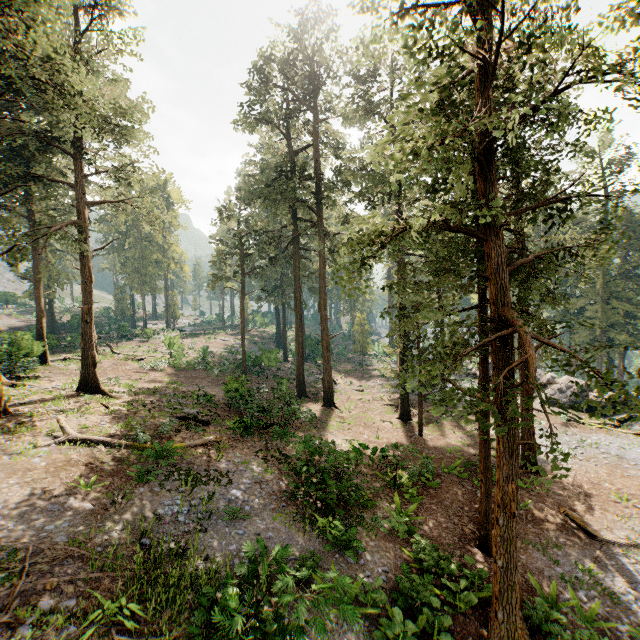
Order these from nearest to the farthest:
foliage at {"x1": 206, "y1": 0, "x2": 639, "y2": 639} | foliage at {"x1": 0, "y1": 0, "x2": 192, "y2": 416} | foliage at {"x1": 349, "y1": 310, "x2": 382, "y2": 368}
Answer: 1. foliage at {"x1": 206, "y1": 0, "x2": 639, "y2": 639}
2. foliage at {"x1": 0, "y1": 0, "x2": 192, "y2": 416}
3. foliage at {"x1": 349, "y1": 310, "x2": 382, "y2": 368}

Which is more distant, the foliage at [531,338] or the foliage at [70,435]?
the foliage at [70,435]

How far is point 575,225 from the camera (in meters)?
43.62

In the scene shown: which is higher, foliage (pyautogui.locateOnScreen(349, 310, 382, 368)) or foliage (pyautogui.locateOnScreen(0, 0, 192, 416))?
foliage (pyautogui.locateOnScreen(0, 0, 192, 416))

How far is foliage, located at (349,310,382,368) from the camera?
44.7 meters
